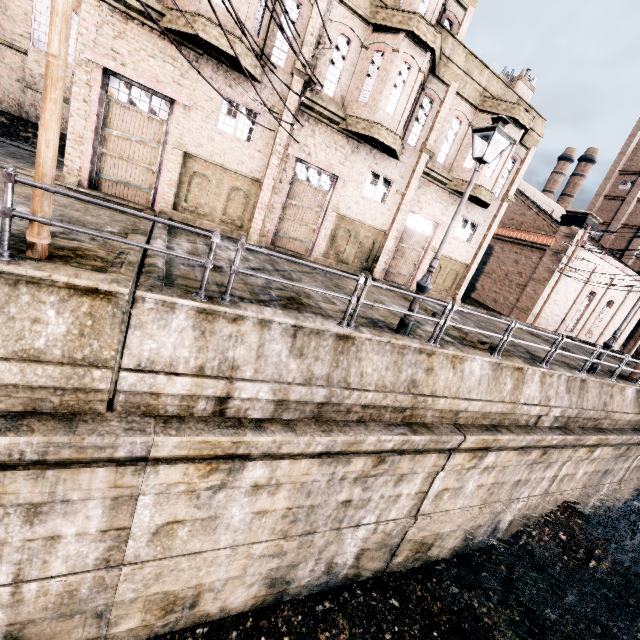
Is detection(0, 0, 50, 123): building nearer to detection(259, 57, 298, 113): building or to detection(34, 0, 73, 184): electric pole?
detection(259, 57, 298, 113): building

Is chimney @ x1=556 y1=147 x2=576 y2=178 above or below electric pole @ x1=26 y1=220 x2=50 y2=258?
above

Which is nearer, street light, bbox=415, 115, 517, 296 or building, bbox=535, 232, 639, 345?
street light, bbox=415, 115, 517, 296

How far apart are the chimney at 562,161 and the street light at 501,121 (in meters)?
67.06

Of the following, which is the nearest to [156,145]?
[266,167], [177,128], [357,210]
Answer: [177,128]

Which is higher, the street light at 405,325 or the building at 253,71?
the building at 253,71

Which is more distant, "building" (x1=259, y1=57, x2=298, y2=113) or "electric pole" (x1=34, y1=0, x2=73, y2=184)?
"building" (x1=259, y1=57, x2=298, y2=113)

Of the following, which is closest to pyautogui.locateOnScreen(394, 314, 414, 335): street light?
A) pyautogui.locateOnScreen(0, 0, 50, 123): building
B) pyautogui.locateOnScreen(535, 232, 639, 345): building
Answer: pyautogui.locateOnScreen(535, 232, 639, 345): building
